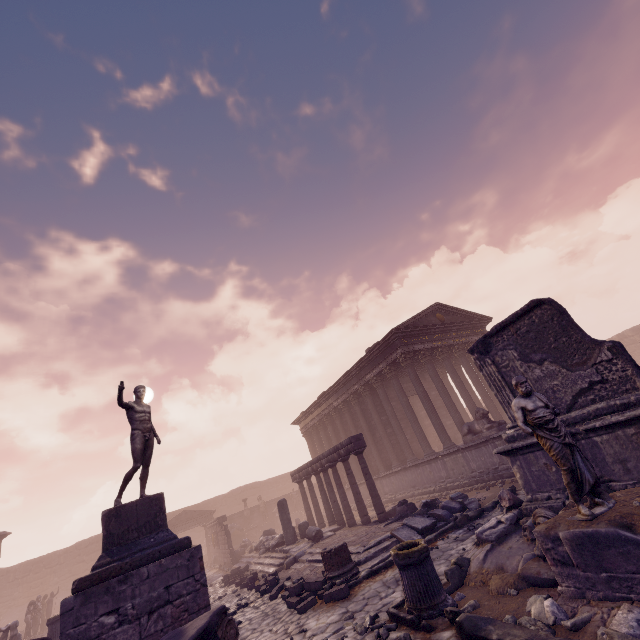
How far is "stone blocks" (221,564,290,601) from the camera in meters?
9.5 m

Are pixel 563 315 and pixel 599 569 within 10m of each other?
yes

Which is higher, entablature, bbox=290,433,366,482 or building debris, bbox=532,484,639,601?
entablature, bbox=290,433,366,482

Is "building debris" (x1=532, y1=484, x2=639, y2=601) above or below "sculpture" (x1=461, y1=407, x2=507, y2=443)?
below

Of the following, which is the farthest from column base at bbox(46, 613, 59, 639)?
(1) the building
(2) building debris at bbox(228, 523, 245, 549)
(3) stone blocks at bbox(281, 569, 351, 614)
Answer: (1) the building

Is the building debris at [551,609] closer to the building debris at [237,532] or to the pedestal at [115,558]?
the pedestal at [115,558]

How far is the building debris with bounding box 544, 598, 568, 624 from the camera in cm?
372

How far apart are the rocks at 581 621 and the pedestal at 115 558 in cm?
587
